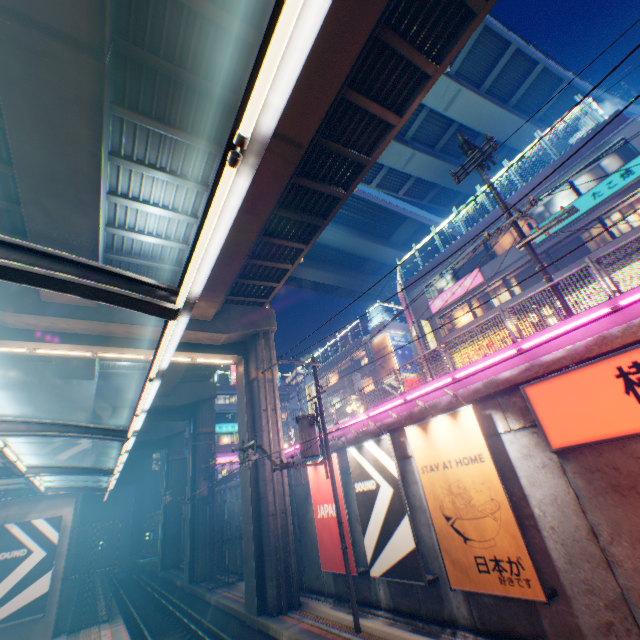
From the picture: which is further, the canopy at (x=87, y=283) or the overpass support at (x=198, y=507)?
the overpass support at (x=198, y=507)

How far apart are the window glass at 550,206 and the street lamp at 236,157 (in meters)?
22.25

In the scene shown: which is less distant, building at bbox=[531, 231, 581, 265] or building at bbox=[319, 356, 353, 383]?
building at bbox=[531, 231, 581, 265]

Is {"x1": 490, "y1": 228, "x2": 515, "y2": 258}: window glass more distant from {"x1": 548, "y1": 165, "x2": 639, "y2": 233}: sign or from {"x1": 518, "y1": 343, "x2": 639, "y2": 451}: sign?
{"x1": 518, "y1": 343, "x2": 639, "y2": 451}: sign

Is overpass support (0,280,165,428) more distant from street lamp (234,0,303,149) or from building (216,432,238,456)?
street lamp (234,0,303,149)

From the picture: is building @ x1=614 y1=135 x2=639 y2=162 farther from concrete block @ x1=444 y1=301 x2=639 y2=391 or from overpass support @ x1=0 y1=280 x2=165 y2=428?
overpass support @ x1=0 y1=280 x2=165 y2=428

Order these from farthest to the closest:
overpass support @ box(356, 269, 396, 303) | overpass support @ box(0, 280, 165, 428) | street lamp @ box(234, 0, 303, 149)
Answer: overpass support @ box(356, 269, 396, 303) → overpass support @ box(0, 280, 165, 428) → street lamp @ box(234, 0, 303, 149)

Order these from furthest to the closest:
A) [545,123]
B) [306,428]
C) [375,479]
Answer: [545,123]
[306,428]
[375,479]
